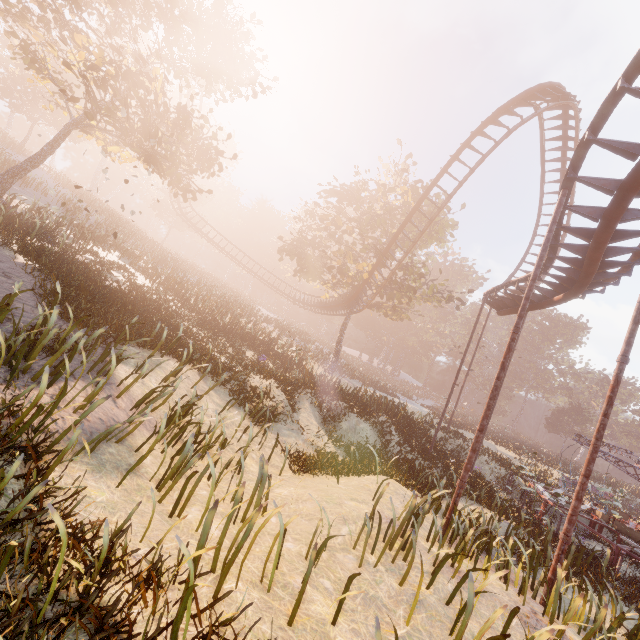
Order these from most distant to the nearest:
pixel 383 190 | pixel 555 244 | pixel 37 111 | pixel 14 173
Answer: pixel 37 111, pixel 383 190, pixel 14 173, pixel 555 244

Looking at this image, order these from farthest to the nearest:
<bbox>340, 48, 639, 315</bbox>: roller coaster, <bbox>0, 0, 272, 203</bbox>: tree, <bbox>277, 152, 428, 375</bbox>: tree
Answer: <bbox>277, 152, 428, 375</bbox>: tree → <bbox>0, 0, 272, 203</bbox>: tree → <bbox>340, 48, 639, 315</bbox>: roller coaster

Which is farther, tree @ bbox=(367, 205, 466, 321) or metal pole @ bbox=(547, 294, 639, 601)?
tree @ bbox=(367, 205, 466, 321)

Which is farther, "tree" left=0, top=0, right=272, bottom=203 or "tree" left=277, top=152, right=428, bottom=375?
"tree" left=277, top=152, right=428, bottom=375

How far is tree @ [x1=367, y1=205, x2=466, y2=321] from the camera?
25.5 meters

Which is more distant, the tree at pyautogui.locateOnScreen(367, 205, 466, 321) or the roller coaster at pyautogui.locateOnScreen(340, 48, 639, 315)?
the tree at pyautogui.locateOnScreen(367, 205, 466, 321)

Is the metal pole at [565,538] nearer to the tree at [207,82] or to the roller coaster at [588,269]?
the roller coaster at [588,269]

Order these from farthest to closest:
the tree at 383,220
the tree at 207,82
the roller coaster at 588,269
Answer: the tree at 383,220 < the tree at 207,82 < the roller coaster at 588,269
